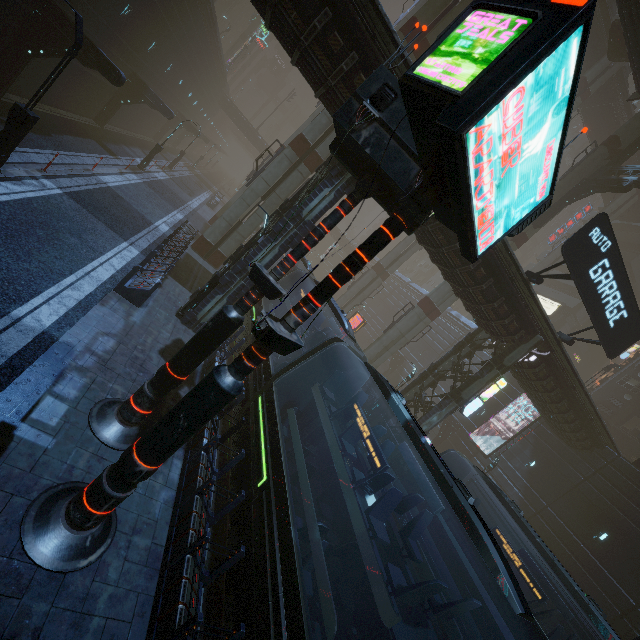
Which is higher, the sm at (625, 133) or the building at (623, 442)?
the sm at (625, 133)

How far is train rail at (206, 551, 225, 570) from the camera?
7.7 meters

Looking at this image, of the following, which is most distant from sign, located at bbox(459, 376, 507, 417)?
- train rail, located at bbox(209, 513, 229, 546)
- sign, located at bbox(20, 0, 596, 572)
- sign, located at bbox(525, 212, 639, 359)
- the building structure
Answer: sign, located at bbox(20, 0, 596, 572)

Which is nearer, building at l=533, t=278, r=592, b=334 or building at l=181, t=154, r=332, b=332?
building at l=181, t=154, r=332, b=332

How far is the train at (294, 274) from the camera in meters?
17.8

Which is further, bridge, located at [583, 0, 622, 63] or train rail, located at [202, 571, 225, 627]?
bridge, located at [583, 0, 622, 63]

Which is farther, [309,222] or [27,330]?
[309,222]

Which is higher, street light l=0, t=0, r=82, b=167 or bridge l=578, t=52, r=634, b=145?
bridge l=578, t=52, r=634, b=145
